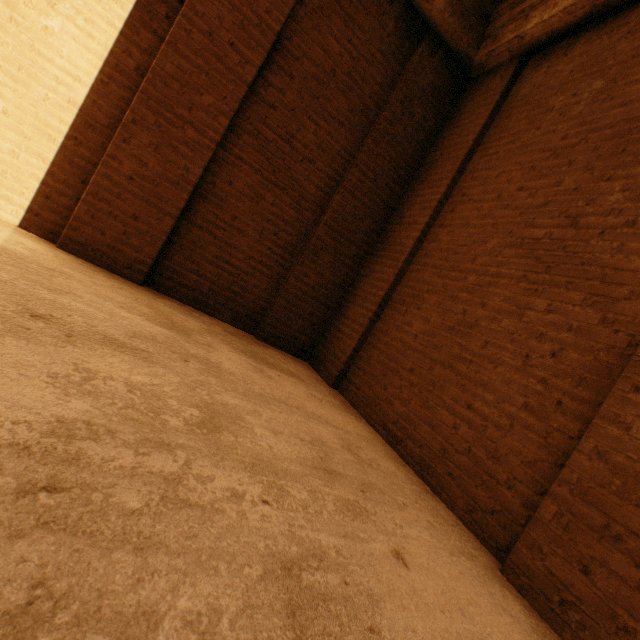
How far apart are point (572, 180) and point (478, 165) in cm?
114
